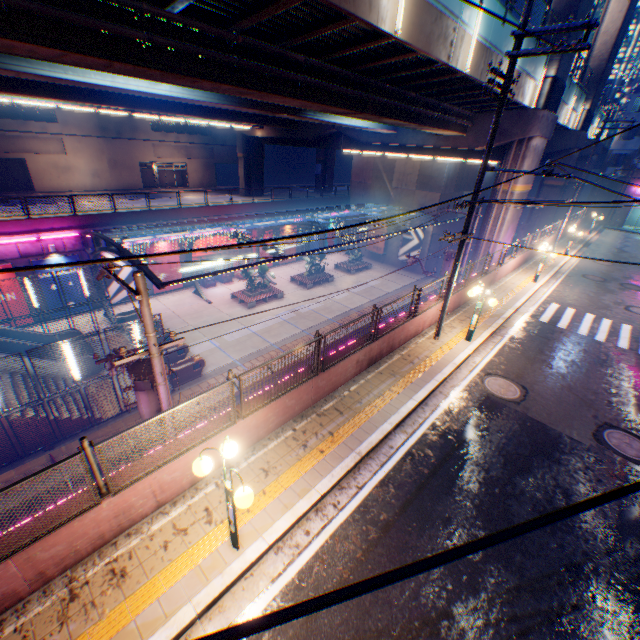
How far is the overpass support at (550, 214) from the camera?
31.60m

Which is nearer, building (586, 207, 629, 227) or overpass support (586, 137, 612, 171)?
overpass support (586, 137, 612, 171)

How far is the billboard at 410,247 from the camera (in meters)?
35.96

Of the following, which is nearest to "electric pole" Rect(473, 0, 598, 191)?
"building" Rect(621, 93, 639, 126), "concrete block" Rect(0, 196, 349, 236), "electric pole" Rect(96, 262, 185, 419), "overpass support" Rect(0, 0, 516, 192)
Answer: "overpass support" Rect(0, 0, 516, 192)

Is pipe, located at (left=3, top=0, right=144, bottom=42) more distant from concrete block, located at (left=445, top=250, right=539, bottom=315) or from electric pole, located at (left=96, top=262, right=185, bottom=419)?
concrete block, located at (left=445, top=250, right=539, bottom=315)

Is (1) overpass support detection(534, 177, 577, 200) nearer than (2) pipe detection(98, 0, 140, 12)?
No

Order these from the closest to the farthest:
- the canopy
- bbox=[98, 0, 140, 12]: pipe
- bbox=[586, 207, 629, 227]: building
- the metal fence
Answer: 1. the metal fence
2. bbox=[98, 0, 140, 12]: pipe
3. the canopy
4. bbox=[586, 207, 629, 227]: building

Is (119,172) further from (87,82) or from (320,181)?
(87,82)
